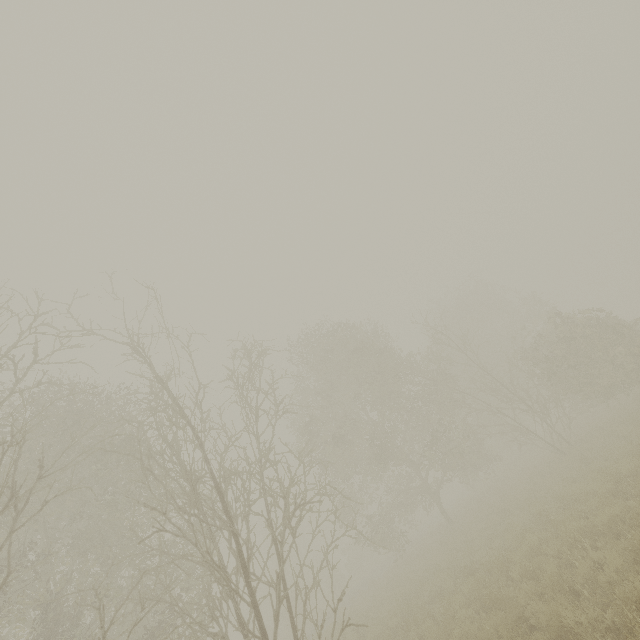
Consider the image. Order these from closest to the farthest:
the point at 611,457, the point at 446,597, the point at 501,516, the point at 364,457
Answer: the point at 446,597
the point at 611,457
the point at 501,516
the point at 364,457
